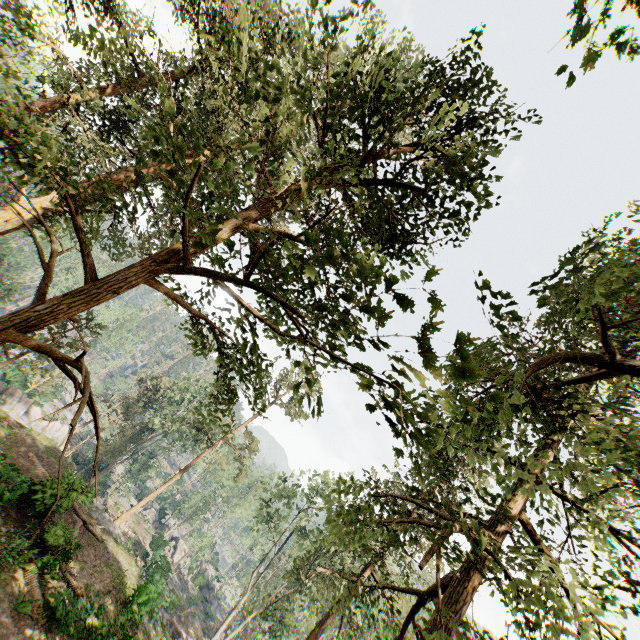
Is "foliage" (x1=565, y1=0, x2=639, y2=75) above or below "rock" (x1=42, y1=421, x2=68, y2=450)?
above

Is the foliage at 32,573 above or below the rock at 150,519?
above

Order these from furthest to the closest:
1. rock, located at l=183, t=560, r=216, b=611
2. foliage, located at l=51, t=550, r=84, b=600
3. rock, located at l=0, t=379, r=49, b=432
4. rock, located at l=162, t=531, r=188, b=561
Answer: rock, located at l=162, t=531, r=188, b=561 < rock, located at l=183, t=560, r=216, b=611 < rock, located at l=0, t=379, r=49, b=432 < foliage, located at l=51, t=550, r=84, b=600

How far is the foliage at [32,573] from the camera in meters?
13.6 m

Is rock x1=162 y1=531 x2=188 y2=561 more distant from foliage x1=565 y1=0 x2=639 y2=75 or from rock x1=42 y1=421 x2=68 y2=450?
rock x1=42 y1=421 x2=68 y2=450

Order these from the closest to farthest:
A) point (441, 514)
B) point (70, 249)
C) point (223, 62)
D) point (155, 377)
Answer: point (70, 249) < point (441, 514) < point (223, 62) < point (155, 377)

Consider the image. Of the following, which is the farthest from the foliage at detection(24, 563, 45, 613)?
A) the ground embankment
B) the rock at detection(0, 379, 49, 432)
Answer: the ground embankment
